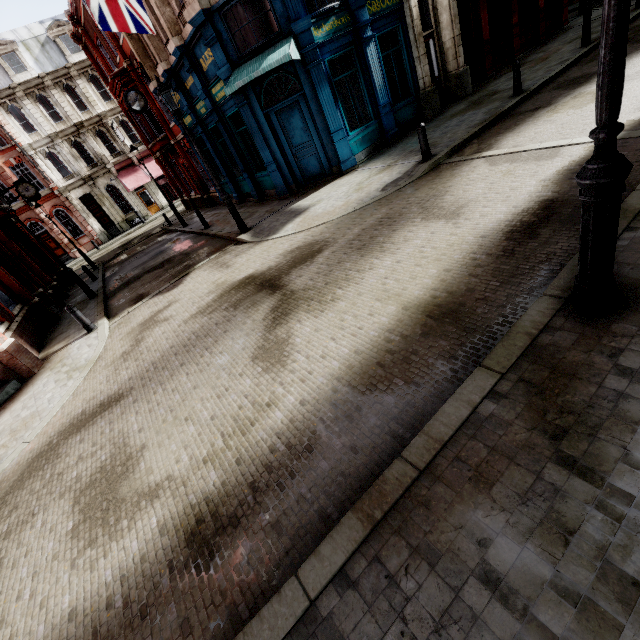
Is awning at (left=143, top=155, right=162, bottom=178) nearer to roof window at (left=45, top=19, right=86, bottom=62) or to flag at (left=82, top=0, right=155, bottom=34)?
roof window at (left=45, top=19, right=86, bottom=62)

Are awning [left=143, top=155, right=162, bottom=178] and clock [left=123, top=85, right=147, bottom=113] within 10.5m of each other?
no

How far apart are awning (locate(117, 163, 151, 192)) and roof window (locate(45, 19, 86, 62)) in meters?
9.1

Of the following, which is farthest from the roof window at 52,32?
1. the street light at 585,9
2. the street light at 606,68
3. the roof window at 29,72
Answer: the street light at 606,68

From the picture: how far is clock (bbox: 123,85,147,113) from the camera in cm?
1535

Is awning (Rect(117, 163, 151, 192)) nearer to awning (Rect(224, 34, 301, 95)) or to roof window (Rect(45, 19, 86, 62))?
roof window (Rect(45, 19, 86, 62))

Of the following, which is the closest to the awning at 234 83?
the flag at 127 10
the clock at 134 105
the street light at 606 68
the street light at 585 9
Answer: the flag at 127 10

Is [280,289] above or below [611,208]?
below
